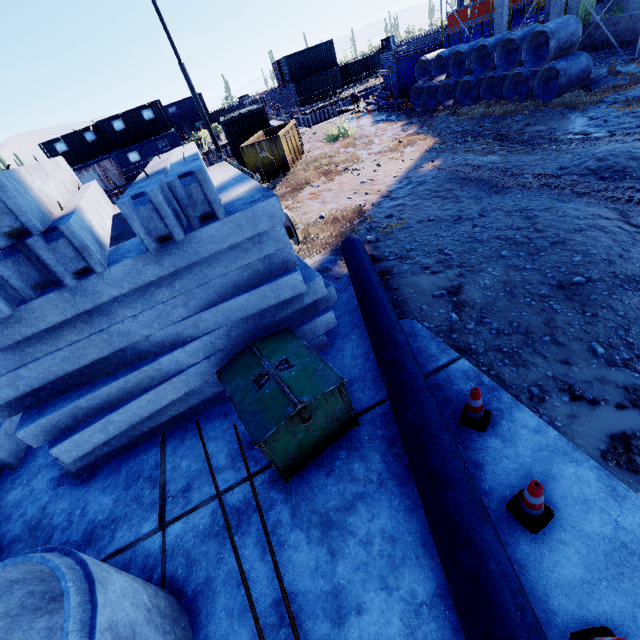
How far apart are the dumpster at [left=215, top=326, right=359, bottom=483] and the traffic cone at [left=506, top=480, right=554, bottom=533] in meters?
1.6 m

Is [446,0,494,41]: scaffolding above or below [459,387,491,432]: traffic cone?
above

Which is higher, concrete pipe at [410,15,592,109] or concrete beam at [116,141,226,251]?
concrete beam at [116,141,226,251]

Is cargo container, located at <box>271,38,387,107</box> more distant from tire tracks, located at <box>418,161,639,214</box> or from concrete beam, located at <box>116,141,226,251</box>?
concrete beam, located at <box>116,141,226,251</box>

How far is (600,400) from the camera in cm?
324

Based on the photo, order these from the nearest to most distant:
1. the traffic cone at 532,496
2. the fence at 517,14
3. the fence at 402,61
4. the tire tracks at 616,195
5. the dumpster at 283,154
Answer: the traffic cone at 532,496, the tire tracks at 616,195, the dumpster at 283,154, the fence at 402,61, the fence at 517,14

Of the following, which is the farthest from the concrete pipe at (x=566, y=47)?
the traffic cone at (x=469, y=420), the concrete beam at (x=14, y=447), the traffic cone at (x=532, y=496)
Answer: the concrete beam at (x=14, y=447)

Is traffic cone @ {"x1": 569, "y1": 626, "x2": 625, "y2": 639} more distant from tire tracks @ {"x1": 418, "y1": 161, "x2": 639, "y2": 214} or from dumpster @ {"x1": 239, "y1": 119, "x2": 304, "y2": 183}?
dumpster @ {"x1": 239, "y1": 119, "x2": 304, "y2": 183}
